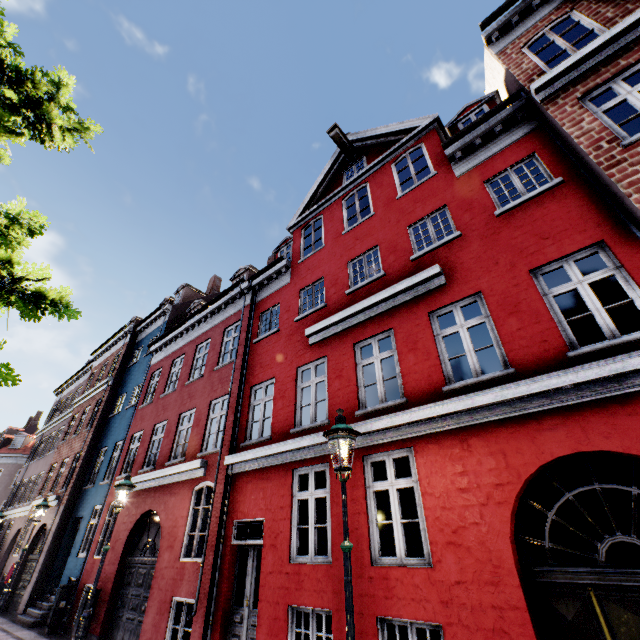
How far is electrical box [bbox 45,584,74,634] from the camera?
10.8m

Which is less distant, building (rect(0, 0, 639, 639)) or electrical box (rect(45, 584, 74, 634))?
building (rect(0, 0, 639, 639))

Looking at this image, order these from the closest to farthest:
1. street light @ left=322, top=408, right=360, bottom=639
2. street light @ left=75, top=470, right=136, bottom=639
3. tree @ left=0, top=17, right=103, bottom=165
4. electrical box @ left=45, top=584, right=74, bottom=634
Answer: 1. street light @ left=322, top=408, right=360, bottom=639
2. tree @ left=0, top=17, right=103, bottom=165
3. street light @ left=75, top=470, right=136, bottom=639
4. electrical box @ left=45, top=584, right=74, bottom=634

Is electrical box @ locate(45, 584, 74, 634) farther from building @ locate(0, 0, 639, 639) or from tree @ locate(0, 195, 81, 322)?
tree @ locate(0, 195, 81, 322)

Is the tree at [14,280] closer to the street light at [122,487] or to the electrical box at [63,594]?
the street light at [122,487]

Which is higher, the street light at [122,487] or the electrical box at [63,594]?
the street light at [122,487]

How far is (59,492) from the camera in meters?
16.2

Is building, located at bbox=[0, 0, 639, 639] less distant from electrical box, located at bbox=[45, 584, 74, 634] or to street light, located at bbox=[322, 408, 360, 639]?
electrical box, located at bbox=[45, 584, 74, 634]
